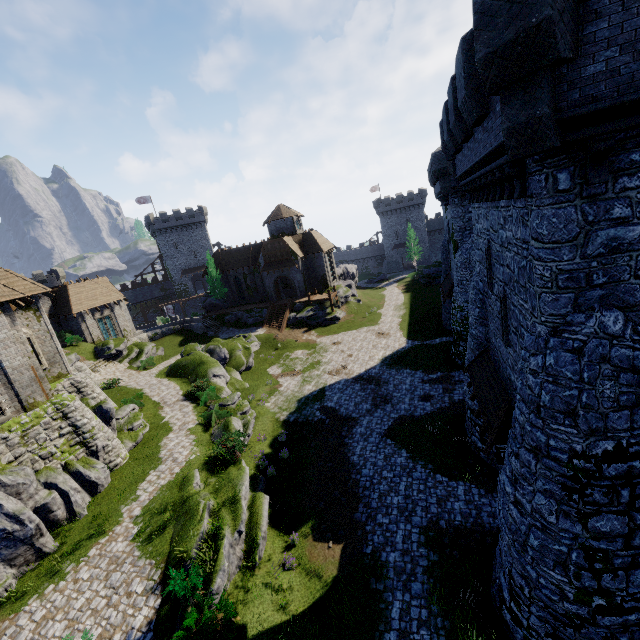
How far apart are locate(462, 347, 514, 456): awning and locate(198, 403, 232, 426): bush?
15.42m

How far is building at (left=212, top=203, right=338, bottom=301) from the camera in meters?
46.8

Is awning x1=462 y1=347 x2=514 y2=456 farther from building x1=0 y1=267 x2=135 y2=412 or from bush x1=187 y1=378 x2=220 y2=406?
building x1=0 y1=267 x2=135 y2=412

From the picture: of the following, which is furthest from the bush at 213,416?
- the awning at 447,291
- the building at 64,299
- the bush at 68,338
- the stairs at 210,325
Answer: the stairs at 210,325

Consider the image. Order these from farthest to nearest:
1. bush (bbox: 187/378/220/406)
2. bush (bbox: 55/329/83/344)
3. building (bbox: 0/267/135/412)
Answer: bush (bbox: 55/329/83/344) < bush (bbox: 187/378/220/406) < building (bbox: 0/267/135/412)

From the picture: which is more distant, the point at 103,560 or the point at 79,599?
the point at 103,560

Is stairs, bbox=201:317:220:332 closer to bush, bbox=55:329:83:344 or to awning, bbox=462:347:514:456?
bush, bbox=55:329:83:344

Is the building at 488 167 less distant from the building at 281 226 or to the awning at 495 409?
the awning at 495 409
